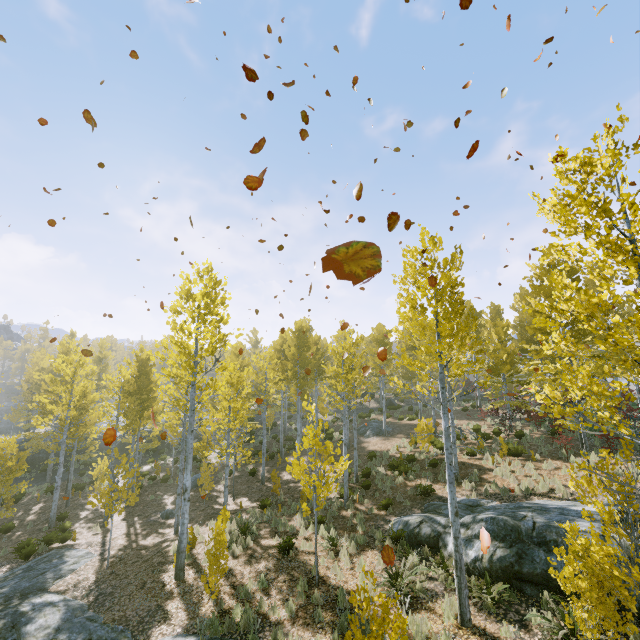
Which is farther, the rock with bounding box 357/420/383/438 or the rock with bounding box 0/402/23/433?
the rock with bounding box 0/402/23/433

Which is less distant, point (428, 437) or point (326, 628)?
point (326, 628)

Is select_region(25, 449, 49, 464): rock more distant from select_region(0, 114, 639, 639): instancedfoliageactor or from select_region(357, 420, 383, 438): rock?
select_region(357, 420, 383, 438): rock

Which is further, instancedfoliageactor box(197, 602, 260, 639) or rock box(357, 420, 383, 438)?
rock box(357, 420, 383, 438)

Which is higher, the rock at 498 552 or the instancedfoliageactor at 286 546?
the rock at 498 552

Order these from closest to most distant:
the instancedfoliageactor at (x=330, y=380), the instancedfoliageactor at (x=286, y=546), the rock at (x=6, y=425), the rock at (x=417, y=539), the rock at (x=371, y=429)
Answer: the instancedfoliageactor at (x=330, y=380)
the rock at (x=417, y=539)
the instancedfoliageactor at (x=286, y=546)
the rock at (x=371, y=429)
the rock at (x=6, y=425)

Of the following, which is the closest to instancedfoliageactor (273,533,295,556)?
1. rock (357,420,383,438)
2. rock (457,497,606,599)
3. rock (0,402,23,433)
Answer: rock (457,497,606,599)
